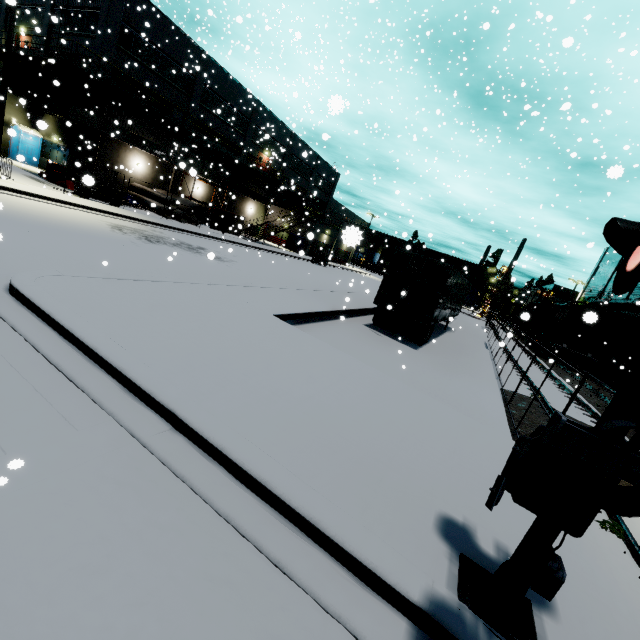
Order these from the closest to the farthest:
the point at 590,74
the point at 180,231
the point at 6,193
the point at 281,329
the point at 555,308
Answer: the point at 281,329 < the point at 6,193 < the point at 590,74 < the point at 180,231 < the point at 555,308

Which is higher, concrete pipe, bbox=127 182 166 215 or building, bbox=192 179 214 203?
building, bbox=192 179 214 203

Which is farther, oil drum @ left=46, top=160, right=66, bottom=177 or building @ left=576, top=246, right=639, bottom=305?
building @ left=576, top=246, right=639, bottom=305

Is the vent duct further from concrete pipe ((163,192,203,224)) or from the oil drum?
the oil drum

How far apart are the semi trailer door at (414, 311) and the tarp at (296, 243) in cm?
2739

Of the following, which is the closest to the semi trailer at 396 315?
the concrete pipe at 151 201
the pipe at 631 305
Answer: the pipe at 631 305

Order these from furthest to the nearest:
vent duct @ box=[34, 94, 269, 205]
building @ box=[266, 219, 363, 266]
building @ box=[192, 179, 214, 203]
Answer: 1. building @ box=[192, 179, 214, 203]
2. vent duct @ box=[34, 94, 269, 205]
3. building @ box=[266, 219, 363, 266]

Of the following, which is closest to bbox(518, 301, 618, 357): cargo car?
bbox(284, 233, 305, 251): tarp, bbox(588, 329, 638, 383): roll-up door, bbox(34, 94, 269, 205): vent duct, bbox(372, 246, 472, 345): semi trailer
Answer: bbox(372, 246, 472, 345): semi trailer
